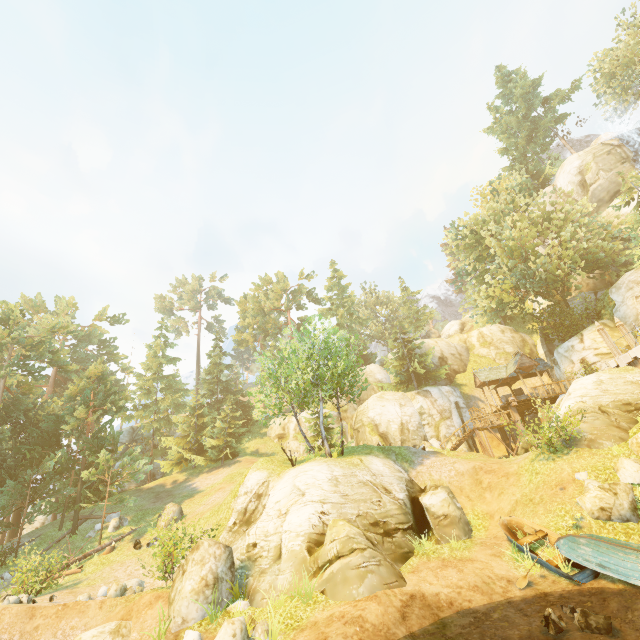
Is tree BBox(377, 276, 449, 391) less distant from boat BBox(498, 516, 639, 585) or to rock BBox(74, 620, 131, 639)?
boat BBox(498, 516, 639, 585)

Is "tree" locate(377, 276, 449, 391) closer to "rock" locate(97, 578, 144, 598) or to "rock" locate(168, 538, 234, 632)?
"rock" locate(168, 538, 234, 632)

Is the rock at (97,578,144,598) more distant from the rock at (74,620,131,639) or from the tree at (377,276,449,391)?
the tree at (377,276,449,391)

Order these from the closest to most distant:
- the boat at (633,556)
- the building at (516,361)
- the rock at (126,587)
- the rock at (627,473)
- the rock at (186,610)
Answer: the boat at (633,556), the rock at (186,610), the rock at (627,473), the rock at (126,587), the building at (516,361)

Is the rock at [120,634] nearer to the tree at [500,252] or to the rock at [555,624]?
the tree at [500,252]

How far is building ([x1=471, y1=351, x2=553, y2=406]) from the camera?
30.2 meters

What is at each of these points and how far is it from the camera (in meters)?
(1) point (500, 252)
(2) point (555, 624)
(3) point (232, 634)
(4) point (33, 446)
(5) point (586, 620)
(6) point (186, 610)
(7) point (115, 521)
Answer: (1) tree, 30.17
(2) rock, 8.91
(3) rock, 9.24
(4) tree, 27.11
(5) rock, 8.81
(6) rock, 11.45
(7) rock, 25.06

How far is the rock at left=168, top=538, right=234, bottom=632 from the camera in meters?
11.4 m
